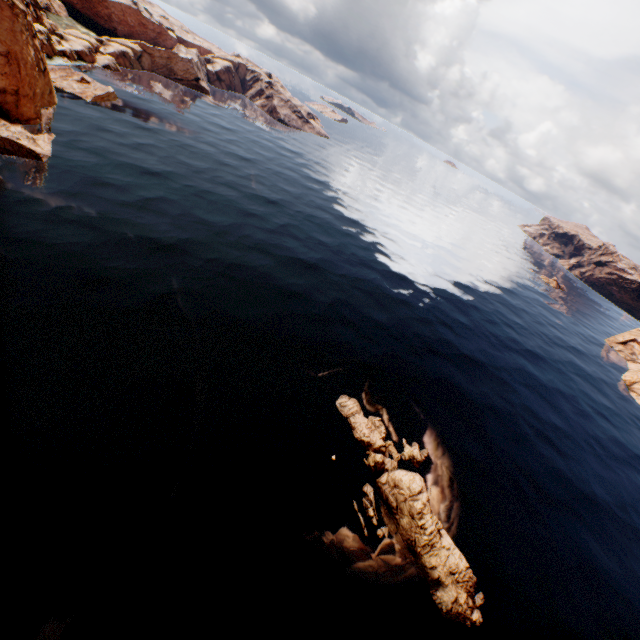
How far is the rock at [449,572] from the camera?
21.38m

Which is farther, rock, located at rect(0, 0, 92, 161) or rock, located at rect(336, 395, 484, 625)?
rock, located at rect(0, 0, 92, 161)

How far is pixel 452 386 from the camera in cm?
4009

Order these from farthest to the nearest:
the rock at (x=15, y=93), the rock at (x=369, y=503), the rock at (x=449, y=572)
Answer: the rock at (x=15, y=93) → the rock at (x=369, y=503) → the rock at (x=449, y=572)

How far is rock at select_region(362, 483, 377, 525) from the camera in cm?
2330

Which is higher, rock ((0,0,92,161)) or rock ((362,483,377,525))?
rock ((0,0,92,161))
